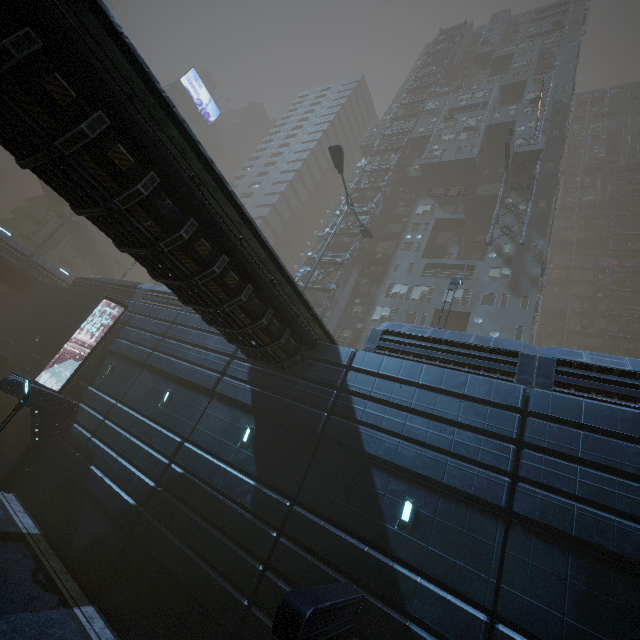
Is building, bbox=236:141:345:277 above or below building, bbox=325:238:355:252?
above

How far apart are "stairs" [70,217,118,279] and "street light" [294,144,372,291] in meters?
41.8

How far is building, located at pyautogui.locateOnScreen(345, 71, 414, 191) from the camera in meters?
47.4

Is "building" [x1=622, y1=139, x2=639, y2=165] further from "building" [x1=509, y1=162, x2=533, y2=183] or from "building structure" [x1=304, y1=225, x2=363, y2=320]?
"building structure" [x1=304, y1=225, x2=363, y2=320]

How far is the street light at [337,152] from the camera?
21.71m

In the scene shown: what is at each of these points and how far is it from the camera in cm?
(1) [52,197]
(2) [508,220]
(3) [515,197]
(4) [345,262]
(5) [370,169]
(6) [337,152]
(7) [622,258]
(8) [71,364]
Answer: (1) stairs, 4478
(2) building, 3169
(3) building, 3300
(4) building structure, 3369
(5) building structure, 4191
(6) street light, 2192
(7) building, 5019
(8) building, 2145

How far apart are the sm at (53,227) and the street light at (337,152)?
39.8m

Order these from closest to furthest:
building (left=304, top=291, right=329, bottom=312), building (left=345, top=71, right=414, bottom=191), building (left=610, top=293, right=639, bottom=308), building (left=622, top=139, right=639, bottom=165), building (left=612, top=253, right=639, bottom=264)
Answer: building (left=304, top=291, right=329, bottom=312) → building (left=610, top=293, right=639, bottom=308) → building (left=345, top=71, right=414, bottom=191) → building (left=612, top=253, right=639, bottom=264) → building (left=622, top=139, right=639, bottom=165)
